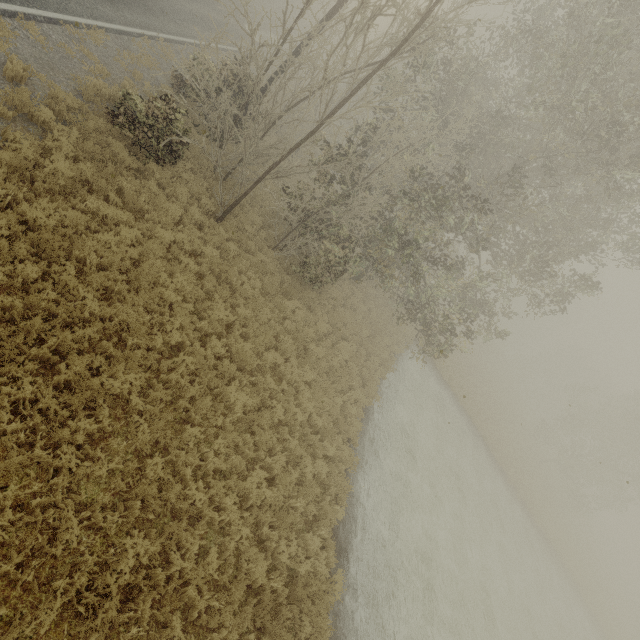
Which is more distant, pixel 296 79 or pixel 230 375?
pixel 296 79
